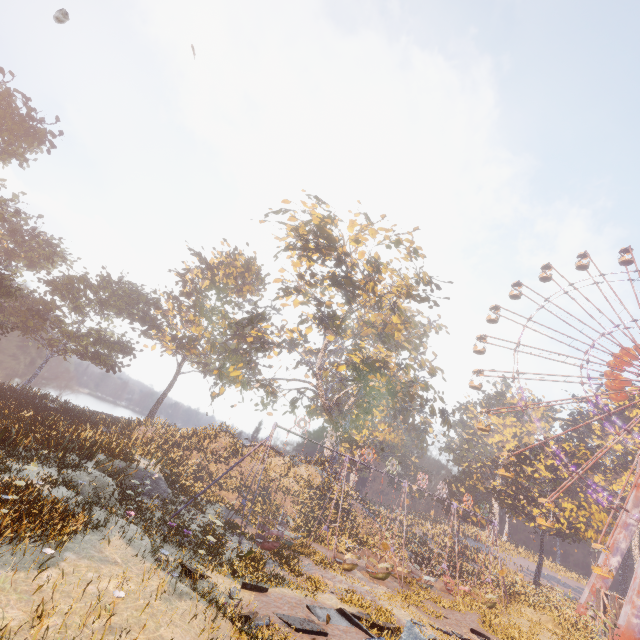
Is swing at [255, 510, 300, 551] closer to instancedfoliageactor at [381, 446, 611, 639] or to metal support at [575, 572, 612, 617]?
instancedfoliageactor at [381, 446, 611, 639]

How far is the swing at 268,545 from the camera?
16.77m

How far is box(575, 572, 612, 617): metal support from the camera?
33.5 meters

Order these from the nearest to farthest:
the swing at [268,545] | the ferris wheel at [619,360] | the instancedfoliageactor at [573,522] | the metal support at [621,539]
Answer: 1. the swing at [268,545]
2. the instancedfoliageactor at [573,522]
3. the metal support at [621,539]
4. the ferris wheel at [619,360]

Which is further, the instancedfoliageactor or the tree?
the tree

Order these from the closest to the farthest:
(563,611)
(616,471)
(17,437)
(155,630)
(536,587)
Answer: (155,630) → (17,437) → (563,611) → (536,587) → (616,471)

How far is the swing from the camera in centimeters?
1677cm
